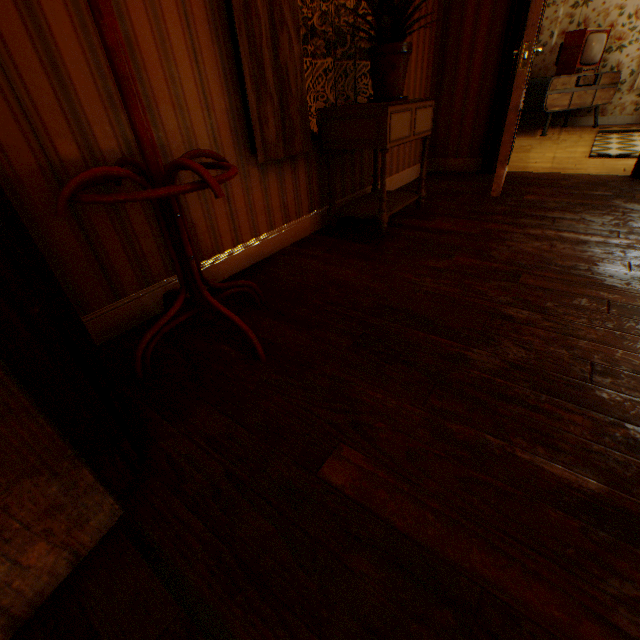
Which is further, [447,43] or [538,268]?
[447,43]

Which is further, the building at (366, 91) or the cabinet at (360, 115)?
the building at (366, 91)

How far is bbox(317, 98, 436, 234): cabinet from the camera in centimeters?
205cm

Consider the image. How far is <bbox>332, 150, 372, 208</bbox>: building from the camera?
2.8 meters

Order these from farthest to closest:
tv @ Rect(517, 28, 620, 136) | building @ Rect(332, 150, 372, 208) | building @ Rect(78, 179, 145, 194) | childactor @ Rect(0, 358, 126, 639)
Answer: tv @ Rect(517, 28, 620, 136)
building @ Rect(332, 150, 372, 208)
building @ Rect(78, 179, 145, 194)
childactor @ Rect(0, 358, 126, 639)

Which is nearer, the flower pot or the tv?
the flower pot

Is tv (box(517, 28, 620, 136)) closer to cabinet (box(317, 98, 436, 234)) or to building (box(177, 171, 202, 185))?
building (box(177, 171, 202, 185))

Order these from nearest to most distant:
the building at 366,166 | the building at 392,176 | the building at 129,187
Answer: the building at 129,187
the building at 366,166
the building at 392,176
